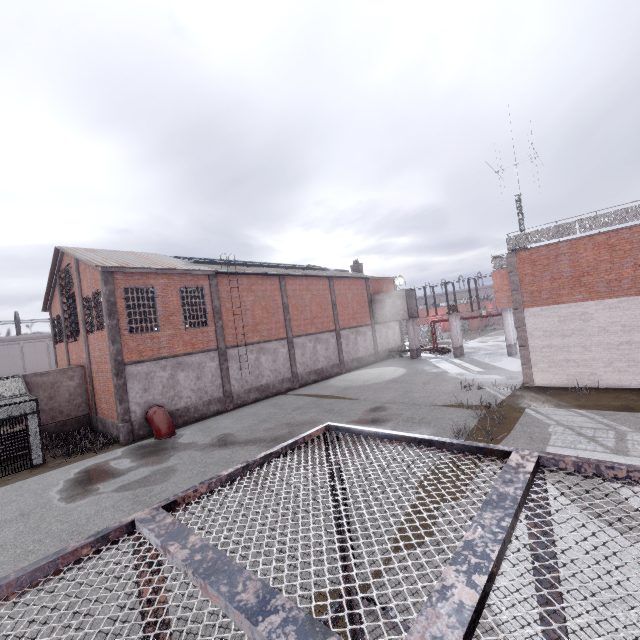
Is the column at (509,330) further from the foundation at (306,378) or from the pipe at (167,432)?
the pipe at (167,432)

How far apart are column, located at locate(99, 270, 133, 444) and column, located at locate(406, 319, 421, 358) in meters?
24.6

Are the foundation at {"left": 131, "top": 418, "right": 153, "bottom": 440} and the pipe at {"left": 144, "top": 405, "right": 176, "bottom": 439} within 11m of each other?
yes

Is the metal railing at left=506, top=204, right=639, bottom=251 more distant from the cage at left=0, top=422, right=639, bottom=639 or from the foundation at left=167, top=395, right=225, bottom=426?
the foundation at left=167, top=395, right=225, bottom=426

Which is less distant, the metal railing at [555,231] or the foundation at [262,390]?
the metal railing at [555,231]

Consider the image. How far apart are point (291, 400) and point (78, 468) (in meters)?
11.23

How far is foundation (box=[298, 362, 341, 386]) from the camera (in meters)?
25.80

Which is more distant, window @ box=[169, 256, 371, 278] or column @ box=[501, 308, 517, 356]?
column @ box=[501, 308, 517, 356]
